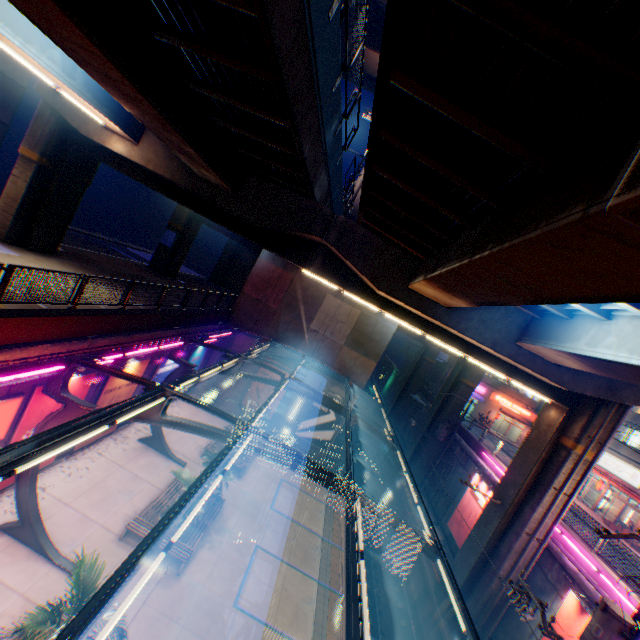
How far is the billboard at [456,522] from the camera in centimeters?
2094cm

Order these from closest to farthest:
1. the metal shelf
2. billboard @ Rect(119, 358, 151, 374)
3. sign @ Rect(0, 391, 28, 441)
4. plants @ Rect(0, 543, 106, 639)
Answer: plants @ Rect(0, 543, 106, 639)
sign @ Rect(0, 391, 28, 441)
billboard @ Rect(119, 358, 151, 374)
the metal shelf

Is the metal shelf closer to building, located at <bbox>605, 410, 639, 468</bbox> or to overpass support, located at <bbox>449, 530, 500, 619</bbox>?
building, located at <bbox>605, 410, 639, 468</bbox>

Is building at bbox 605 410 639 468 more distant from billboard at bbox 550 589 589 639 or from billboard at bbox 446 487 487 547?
billboard at bbox 550 589 589 639

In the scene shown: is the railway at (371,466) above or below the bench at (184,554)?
below

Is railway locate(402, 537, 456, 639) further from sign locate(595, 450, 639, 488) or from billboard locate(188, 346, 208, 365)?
sign locate(595, 450, 639, 488)

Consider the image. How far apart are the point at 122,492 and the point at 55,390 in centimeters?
649cm

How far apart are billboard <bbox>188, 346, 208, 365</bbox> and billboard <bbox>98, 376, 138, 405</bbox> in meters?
4.8 m
